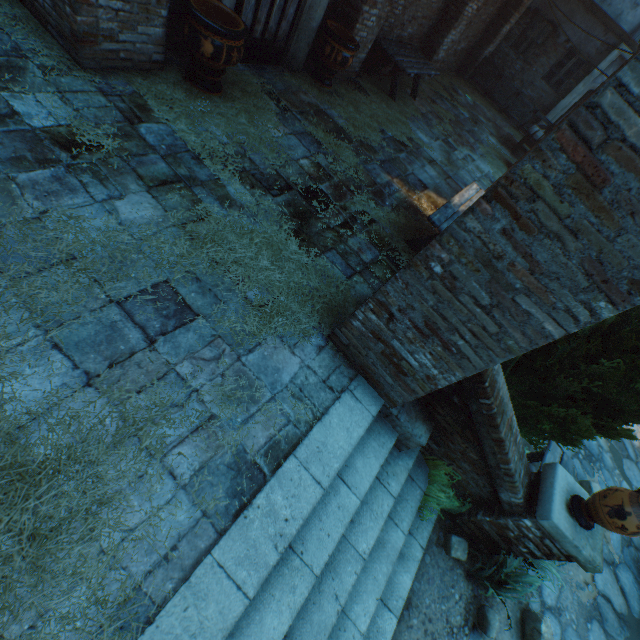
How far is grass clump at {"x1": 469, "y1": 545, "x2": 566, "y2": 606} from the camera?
3.6m

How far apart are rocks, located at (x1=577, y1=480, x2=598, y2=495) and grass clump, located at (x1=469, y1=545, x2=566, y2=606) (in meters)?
2.32

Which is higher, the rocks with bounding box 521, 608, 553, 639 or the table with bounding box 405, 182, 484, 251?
the table with bounding box 405, 182, 484, 251

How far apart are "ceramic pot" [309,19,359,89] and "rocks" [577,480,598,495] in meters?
8.8

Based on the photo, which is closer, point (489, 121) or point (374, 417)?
point (374, 417)

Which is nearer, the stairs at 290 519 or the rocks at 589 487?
the stairs at 290 519

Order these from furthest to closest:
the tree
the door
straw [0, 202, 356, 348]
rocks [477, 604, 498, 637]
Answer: the door, rocks [477, 604, 498, 637], the tree, straw [0, 202, 356, 348]

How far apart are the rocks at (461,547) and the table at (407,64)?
8.8 meters
